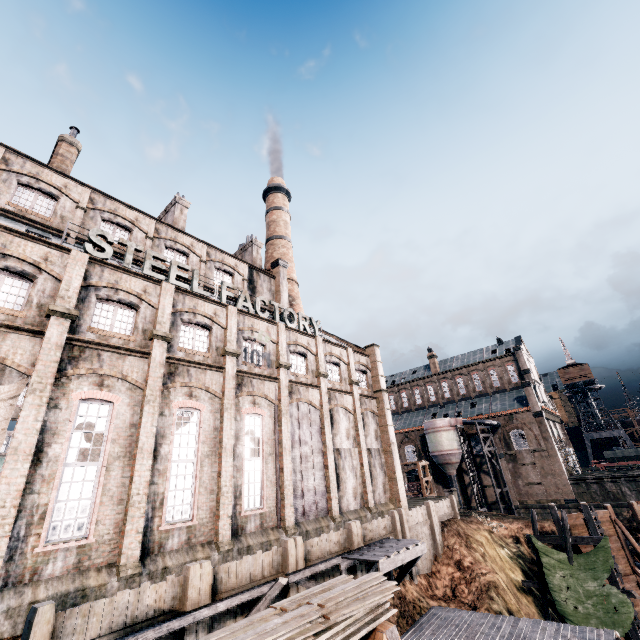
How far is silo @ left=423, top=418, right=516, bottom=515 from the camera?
45.8m

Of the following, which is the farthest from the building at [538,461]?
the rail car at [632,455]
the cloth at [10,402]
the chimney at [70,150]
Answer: the chimney at [70,150]

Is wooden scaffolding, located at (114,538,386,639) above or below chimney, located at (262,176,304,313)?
below

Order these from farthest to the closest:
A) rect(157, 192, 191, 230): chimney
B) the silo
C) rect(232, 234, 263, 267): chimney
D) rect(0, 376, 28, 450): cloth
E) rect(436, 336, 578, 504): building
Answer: the silo → rect(436, 336, 578, 504): building → rect(232, 234, 263, 267): chimney → rect(157, 192, 191, 230): chimney → rect(0, 376, 28, 450): cloth

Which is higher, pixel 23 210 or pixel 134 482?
pixel 23 210

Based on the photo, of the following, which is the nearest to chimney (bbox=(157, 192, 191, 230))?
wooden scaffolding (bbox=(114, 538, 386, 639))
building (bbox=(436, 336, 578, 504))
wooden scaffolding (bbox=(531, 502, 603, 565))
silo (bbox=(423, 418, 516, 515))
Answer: wooden scaffolding (bbox=(114, 538, 386, 639))

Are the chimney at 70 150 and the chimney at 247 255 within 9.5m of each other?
no

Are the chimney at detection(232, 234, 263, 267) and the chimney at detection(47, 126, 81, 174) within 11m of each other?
no
